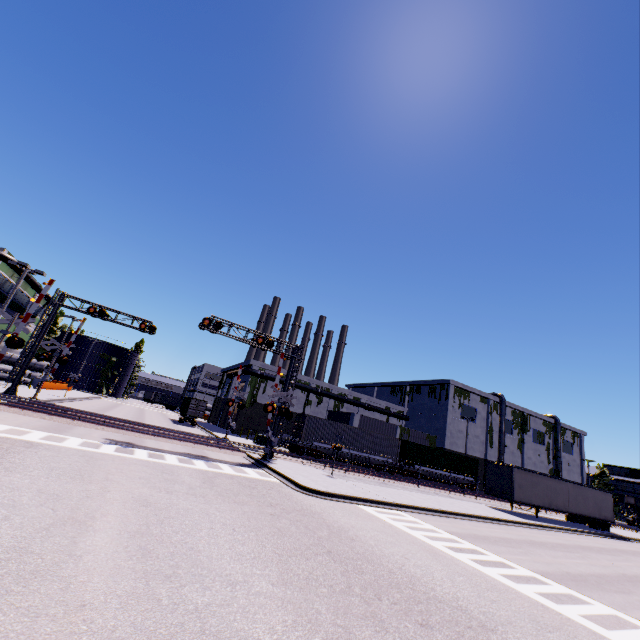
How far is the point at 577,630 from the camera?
6.97m

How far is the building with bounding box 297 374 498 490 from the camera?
48.6m

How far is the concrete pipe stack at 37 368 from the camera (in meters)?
47.56

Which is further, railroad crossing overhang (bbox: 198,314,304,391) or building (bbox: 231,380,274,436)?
building (bbox: 231,380,274,436)

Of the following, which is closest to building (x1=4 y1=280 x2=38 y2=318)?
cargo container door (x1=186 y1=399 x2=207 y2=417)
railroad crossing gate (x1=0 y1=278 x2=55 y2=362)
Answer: cargo container door (x1=186 y1=399 x2=207 y2=417)

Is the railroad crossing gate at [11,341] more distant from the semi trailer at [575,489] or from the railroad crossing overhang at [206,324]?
the railroad crossing overhang at [206,324]

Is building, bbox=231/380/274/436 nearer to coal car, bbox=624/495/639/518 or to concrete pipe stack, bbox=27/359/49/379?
concrete pipe stack, bbox=27/359/49/379

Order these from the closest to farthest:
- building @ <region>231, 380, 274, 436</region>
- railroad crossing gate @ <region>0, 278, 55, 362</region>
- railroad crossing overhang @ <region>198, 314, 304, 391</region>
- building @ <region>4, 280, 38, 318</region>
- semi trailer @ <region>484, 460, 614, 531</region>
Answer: railroad crossing gate @ <region>0, 278, 55, 362</region>
railroad crossing overhang @ <region>198, 314, 304, 391</region>
semi trailer @ <region>484, 460, 614, 531</region>
building @ <region>231, 380, 274, 436</region>
building @ <region>4, 280, 38, 318</region>
